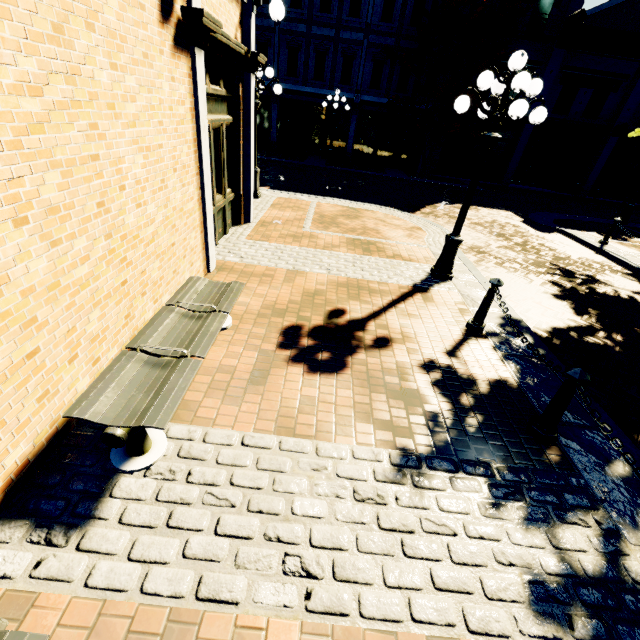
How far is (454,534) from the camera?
2.5m

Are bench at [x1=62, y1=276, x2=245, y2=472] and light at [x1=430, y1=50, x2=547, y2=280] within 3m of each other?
no

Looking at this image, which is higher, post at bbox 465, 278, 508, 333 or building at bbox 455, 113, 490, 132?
building at bbox 455, 113, 490, 132

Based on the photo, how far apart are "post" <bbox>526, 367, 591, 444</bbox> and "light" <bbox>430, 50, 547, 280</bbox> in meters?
3.6 m

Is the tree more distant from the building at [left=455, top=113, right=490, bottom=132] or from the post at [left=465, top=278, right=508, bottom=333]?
the post at [left=465, top=278, right=508, bottom=333]

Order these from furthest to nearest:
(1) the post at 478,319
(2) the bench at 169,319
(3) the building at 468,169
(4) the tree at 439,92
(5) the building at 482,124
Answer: (3) the building at 468,169
(5) the building at 482,124
(4) the tree at 439,92
(1) the post at 478,319
(2) the bench at 169,319

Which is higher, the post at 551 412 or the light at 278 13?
the light at 278 13

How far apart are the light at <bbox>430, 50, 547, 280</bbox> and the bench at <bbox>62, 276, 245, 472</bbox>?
4.2 meters
